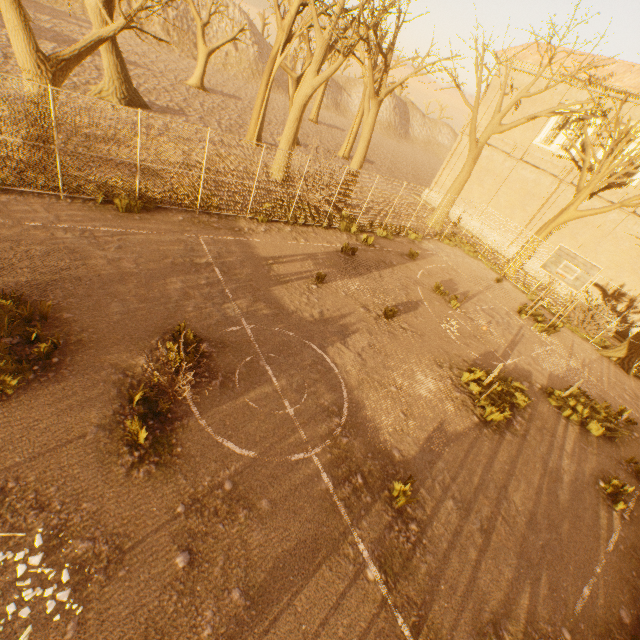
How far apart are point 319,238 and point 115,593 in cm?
1304

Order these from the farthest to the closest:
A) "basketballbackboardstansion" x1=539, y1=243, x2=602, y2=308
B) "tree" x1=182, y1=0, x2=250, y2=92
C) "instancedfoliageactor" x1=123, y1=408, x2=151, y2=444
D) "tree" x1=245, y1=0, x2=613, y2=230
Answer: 1. "tree" x1=182, y1=0, x2=250, y2=92
2. "tree" x1=245, y1=0, x2=613, y2=230
3. "basketballbackboardstansion" x1=539, y1=243, x2=602, y2=308
4. "instancedfoliageactor" x1=123, y1=408, x2=151, y2=444

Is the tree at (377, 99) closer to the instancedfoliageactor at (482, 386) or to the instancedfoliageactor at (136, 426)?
the instancedfoliageactor at (482, 386)

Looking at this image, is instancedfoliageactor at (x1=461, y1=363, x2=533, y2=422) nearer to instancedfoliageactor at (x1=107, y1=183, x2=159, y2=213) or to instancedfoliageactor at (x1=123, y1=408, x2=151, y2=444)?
instancedfoliageactor at (x1=123, y1=408, x2=151, y2=444)

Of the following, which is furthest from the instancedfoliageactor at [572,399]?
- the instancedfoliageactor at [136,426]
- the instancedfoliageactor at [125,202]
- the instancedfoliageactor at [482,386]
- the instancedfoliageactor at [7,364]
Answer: the instancedfoliageactor at [125,202]

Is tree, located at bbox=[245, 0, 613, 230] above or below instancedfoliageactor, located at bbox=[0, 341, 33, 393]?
above

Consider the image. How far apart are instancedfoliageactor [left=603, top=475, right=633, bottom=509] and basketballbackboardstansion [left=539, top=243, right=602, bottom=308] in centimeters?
721cm

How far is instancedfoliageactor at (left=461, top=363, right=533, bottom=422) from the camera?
9.2 meters
